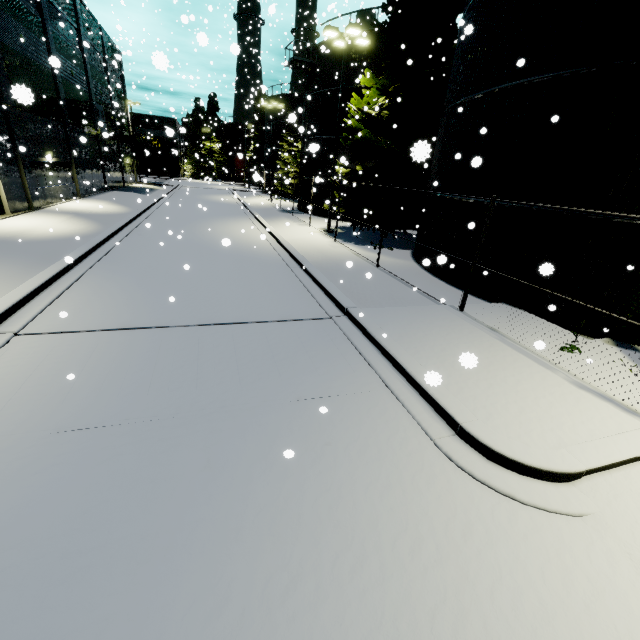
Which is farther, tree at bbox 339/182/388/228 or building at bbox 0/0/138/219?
tree at bbox 339/182/388/228

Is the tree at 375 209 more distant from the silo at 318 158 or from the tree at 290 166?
the tree at 290 166

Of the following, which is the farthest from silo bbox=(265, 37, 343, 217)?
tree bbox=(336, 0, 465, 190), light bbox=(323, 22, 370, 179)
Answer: light bbox=(323, 22, 370, 179)

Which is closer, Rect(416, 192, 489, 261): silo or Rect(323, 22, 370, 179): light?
Rect(416, 192, 489, 261): silo

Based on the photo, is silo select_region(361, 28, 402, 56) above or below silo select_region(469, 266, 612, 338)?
above

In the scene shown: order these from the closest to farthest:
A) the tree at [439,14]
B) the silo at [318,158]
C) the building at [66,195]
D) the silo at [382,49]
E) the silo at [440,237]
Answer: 1. the silo at [440,237]
2. the tree at [439,14]
3. the building at [66,195]
4. the silo at [382,49]
5. the silo at [318,158]

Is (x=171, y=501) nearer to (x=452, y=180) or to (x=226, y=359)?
(x=226, y=359)

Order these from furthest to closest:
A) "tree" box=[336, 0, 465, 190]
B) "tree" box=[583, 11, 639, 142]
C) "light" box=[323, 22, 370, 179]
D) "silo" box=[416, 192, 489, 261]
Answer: "light" box=[323, 22, 370, 179]
"tree" box=[336, 0, 465, 190]
"silo" box=[416, 192, 489, 261]
"tree" box=[583, 11, 639, 142]
